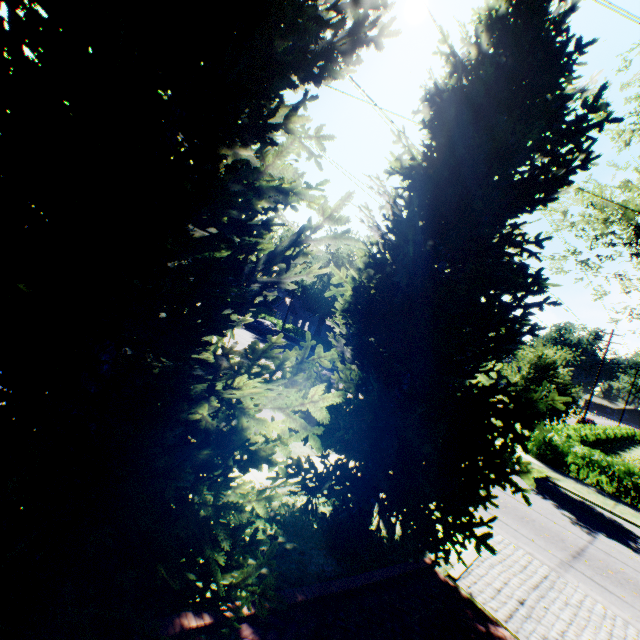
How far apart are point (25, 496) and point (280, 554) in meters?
4.2 m

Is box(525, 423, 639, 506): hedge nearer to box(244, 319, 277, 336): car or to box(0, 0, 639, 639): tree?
box(0, 0, 639, 639): tree

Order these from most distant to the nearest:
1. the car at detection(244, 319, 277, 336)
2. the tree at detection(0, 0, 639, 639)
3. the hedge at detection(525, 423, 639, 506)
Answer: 1. the car at detection(244, 319, 277, 336)
2. the hedge at detection(525, 423, 639, 506)
3. the tree at detection(0, 0, 639, 639)

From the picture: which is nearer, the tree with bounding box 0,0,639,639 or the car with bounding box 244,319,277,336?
the tree with bounding box 0,0,639,639

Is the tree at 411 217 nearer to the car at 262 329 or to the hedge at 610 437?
the hedge at 610 437

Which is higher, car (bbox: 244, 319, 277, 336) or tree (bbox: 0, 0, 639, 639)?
tree (bbox: 0, 0, 639, 639)

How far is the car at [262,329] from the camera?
35.7m

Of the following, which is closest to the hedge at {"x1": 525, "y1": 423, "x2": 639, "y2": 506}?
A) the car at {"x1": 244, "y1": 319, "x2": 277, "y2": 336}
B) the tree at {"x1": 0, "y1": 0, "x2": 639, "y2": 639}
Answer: the tree at {"x1": 0, "y1": 0, "x2": 639, "y2": 639}
